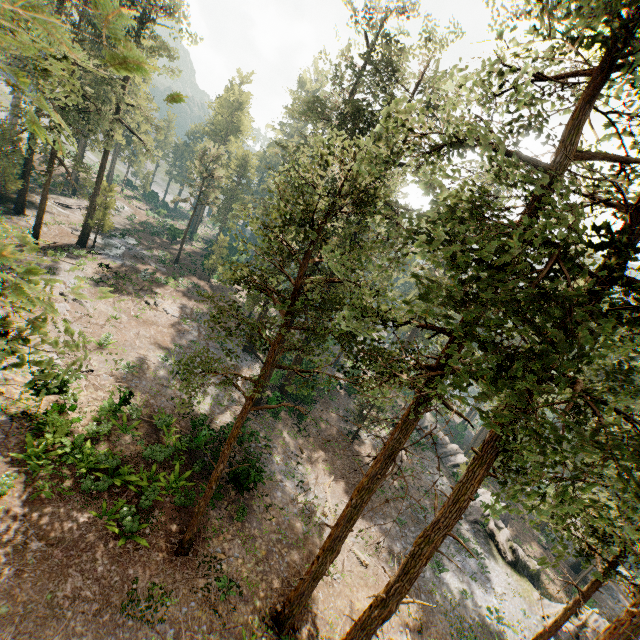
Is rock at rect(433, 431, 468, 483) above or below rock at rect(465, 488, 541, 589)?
below

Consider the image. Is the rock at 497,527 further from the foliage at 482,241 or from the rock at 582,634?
the foliage at 482,241

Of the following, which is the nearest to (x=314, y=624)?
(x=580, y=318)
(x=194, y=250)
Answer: (x=580, y=318)

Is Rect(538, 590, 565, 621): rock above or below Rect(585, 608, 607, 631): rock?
below

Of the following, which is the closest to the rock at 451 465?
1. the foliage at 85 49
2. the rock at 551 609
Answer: the rock at 551 609

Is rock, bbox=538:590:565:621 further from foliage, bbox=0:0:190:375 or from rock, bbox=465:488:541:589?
foliage, bbox=0:0:190:375

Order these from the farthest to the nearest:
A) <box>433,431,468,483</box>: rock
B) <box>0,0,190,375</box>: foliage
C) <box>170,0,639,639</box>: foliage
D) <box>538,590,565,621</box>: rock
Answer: <box>433,431,468,483</box>: rock → <box>538,590,565,621</box>: rock → <box>170,0,639,639</box>: foliage → <box>0,0,190,375</box>: foliage

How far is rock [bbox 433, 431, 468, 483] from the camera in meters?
36.2
